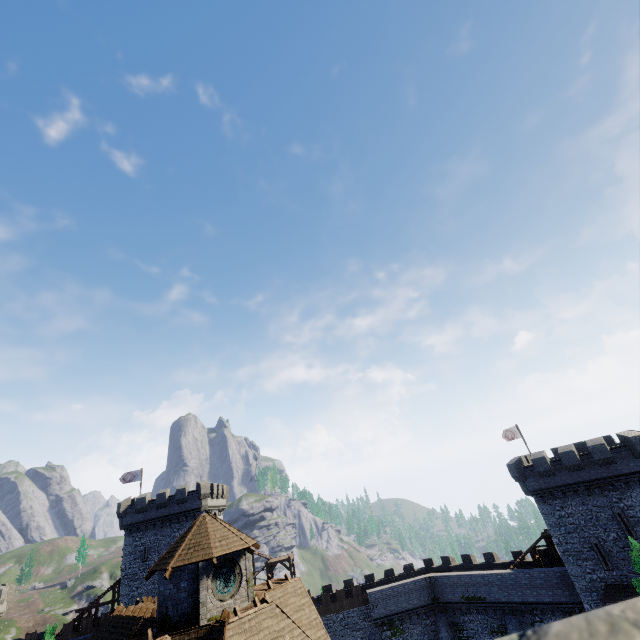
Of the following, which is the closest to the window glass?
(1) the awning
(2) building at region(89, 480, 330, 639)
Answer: (2) building at region(89, 480, 330, 639)

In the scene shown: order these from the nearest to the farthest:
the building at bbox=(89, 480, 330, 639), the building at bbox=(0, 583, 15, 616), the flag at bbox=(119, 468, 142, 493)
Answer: the building at bbox=(89, 480, 330, 639)
the building at bbox=(0, 583, 15, 616)
the flag at bbox=(119, 468, 142, 493)

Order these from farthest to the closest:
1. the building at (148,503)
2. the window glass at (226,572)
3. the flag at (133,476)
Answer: the flag at (133,476) < the window glass at (226,572) < the building at (148,503)

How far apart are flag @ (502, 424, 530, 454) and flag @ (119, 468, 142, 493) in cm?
4897

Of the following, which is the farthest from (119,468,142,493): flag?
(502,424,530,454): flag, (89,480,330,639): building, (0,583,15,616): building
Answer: (502,424,530,454): flag

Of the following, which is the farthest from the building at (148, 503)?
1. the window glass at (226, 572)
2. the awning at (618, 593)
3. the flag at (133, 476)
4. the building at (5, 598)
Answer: the building at (5, 598)

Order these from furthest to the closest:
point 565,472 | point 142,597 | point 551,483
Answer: point 551,483
point 565,472
point 142,597

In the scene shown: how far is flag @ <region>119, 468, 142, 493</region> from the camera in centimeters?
4434cm
